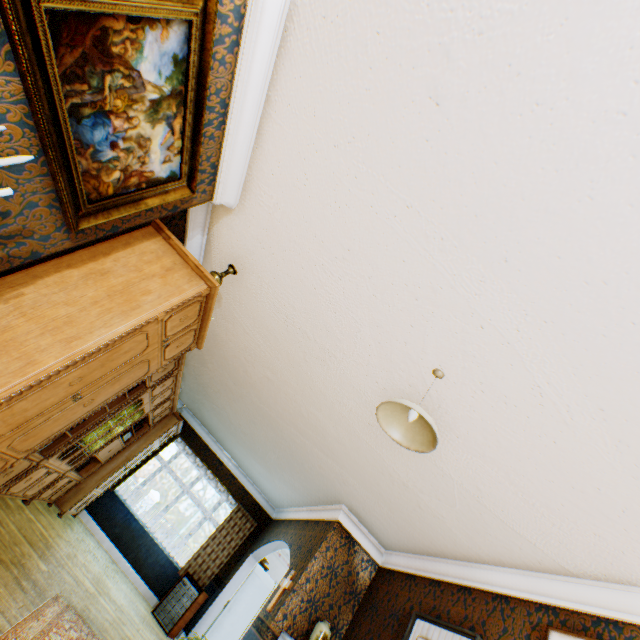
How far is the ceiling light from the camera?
2.3 meters

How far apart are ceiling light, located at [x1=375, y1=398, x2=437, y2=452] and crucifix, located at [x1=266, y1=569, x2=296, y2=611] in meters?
4.2

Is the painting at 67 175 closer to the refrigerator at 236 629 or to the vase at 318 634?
the vase at 318 634

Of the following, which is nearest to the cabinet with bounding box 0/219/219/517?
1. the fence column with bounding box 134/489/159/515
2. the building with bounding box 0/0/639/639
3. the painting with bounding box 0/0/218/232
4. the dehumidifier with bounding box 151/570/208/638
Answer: the building with bounding box 0/0/639/639

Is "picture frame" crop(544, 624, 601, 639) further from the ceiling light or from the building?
the ceiling light

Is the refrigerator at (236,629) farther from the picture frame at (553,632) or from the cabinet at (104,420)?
the picture frame at (553,632)

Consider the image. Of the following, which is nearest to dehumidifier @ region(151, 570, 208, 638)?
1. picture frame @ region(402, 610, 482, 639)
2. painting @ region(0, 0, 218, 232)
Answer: picture frame @ region(402, 610, 482, 639)

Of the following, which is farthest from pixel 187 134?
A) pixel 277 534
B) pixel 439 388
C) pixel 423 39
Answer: pixel 277 534
